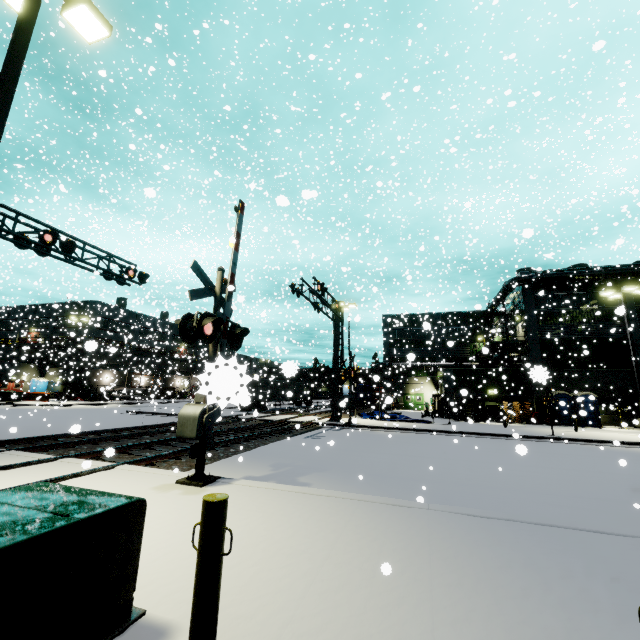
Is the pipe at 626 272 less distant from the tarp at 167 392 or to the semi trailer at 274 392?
the semi trailer at 274 392

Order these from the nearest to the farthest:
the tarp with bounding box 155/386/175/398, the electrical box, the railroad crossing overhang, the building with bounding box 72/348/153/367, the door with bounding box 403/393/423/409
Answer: the electrical box → the railroad crossing overhang → the building with bounding box 72/348/153/367 → the tarp with bounding box 155/386/175/398 → the door with bounding box 403/393/423/409

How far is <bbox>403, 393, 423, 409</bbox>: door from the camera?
48.02m

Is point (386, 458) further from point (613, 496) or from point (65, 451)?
point (65, 451)

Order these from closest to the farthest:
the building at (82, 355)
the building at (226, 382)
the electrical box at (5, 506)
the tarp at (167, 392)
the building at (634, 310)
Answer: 1. the building at (226, 382)
2. the electrical box at (5, 506)
3. the building at (634, 310)
4. the building at (82, 355)
5. the tarp at (167, 392)

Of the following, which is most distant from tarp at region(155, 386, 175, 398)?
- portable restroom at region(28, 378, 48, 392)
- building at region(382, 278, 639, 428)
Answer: building at region(382, 278, 639, 428)

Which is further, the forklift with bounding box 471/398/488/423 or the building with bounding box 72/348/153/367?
the building with bounding box 72/348/153/367

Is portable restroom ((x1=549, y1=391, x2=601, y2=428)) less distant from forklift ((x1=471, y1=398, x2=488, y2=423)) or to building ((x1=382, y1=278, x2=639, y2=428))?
building ((x1=382, y1=278, x2=639, y2=428))
